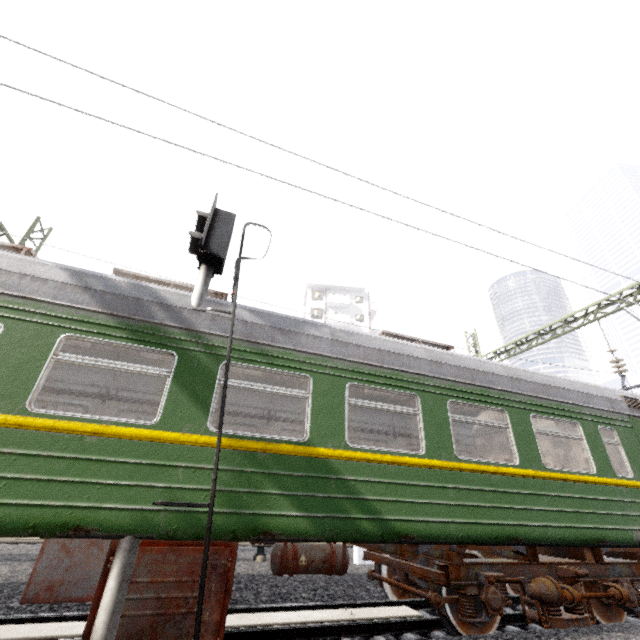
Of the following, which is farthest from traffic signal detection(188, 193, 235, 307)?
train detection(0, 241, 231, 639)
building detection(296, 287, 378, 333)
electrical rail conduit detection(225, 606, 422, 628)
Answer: building detection(296, 287, 378, 333)

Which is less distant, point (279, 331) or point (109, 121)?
point (109, 121)

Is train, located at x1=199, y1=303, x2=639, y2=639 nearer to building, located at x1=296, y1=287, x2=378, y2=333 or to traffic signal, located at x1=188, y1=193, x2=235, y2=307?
traffic signal, located at x1=188, y1=193, x2=235, y2=307

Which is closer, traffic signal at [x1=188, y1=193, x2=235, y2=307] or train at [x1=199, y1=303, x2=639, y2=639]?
train at [x1=199, y1=303, x2=639, y2=639]

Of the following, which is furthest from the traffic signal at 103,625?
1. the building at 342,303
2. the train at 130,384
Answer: the building at 342,303

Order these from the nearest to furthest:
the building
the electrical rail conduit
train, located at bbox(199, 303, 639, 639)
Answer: train, located at bbox(199, 303, 639, 639) < the electrical rail conduit < the building

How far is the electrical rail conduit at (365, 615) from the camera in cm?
464

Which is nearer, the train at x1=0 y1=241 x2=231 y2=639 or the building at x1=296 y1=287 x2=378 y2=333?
the train at x1=0 y1=241 x2=231 y2=639
